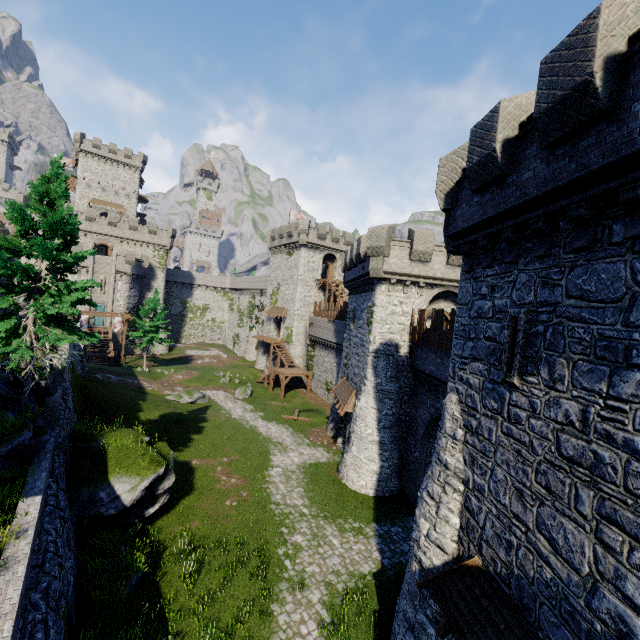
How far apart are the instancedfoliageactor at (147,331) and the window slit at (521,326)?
44.32m

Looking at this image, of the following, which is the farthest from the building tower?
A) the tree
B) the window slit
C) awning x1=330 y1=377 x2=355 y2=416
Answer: the window slit

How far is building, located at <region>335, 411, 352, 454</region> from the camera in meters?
24.5

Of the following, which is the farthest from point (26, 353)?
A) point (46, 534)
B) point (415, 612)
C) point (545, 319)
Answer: point (545, 319)

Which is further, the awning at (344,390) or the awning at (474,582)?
the awning at (344,390)

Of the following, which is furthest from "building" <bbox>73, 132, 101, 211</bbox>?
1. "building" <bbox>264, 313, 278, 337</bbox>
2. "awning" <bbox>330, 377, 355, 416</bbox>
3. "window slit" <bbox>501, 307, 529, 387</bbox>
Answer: "window slit" <bbox>501, 307, 529, 387</bbox>

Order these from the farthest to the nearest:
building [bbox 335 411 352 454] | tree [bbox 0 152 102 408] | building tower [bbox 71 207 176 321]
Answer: building tower [bbox 71 207 176 321] → building [bbox 335 411 352 454] → tree [bbox 0 152 102 408]

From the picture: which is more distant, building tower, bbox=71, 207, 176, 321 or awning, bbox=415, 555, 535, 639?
building tower, bbox=71, 207, 176, 321
